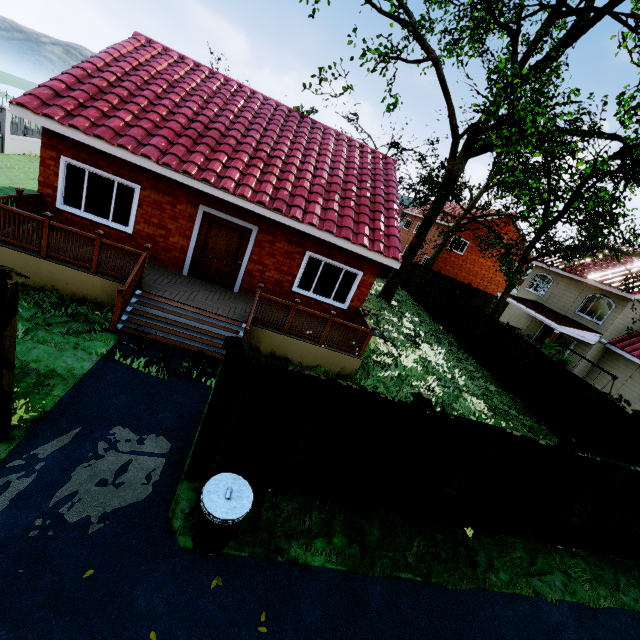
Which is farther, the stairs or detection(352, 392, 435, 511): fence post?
the stairs

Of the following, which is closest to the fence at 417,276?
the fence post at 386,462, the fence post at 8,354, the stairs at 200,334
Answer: the fence post at 386,462

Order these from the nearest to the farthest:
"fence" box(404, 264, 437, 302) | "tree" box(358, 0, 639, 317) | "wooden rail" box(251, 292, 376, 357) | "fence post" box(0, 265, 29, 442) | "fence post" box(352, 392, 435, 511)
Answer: "fence post" box(0, 265, 29, 442) → "fence post" box(352, 392, 435, 511) → "wooden rail" box(251, 292, 376, 357) → "tree" box(358, 0, 639, 317) → "fence" box(404, 264, 437, 302)

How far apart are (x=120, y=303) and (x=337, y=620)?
7.1m

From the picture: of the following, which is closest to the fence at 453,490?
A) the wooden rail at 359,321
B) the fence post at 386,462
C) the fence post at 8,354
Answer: the fence post at 386,462

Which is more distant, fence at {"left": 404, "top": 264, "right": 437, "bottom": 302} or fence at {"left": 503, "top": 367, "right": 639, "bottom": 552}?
fence at {"left": 404, "top": 264, "right": 437, "bottom": 302}

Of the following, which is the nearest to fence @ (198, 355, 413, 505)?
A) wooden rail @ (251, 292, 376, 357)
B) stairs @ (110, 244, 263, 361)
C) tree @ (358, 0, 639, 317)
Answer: tree @ (358, 0, 639, 317)

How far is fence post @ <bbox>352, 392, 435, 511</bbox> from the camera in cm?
490
